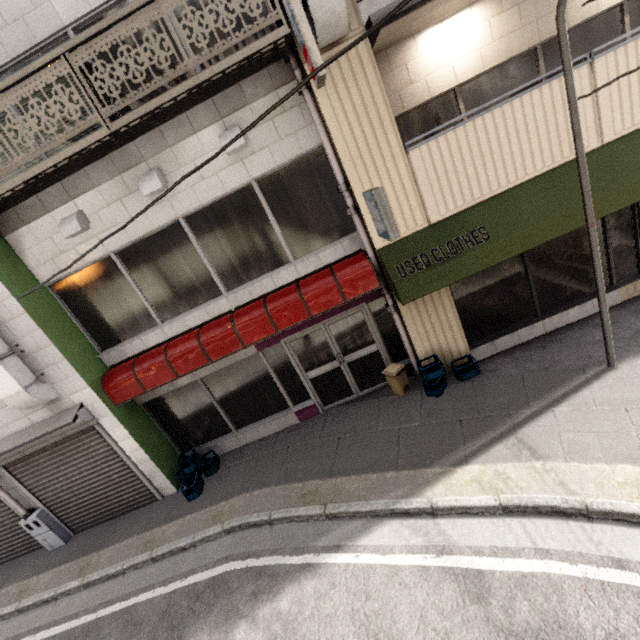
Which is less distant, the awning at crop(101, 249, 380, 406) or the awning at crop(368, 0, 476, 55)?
the awning at crop(368, 0, 476, 55)

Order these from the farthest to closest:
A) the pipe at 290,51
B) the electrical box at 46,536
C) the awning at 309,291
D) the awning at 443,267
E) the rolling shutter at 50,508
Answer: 1. the electrical box at 46,536
2. the rolling shutter at 50,508
3. the awning at 309,291
4. the awning at 443,267
5. the pipe at 290,51

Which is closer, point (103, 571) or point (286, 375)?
point (103, 571)

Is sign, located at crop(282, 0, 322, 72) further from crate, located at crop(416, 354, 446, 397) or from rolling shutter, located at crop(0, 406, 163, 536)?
rolling shutter, located at crop(0, 406, 163, 536)

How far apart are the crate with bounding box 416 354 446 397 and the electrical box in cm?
864

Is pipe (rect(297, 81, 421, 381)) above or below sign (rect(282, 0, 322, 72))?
below

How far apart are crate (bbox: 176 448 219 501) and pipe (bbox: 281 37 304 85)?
4.9m

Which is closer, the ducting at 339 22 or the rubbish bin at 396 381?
the ducting at 339 22
